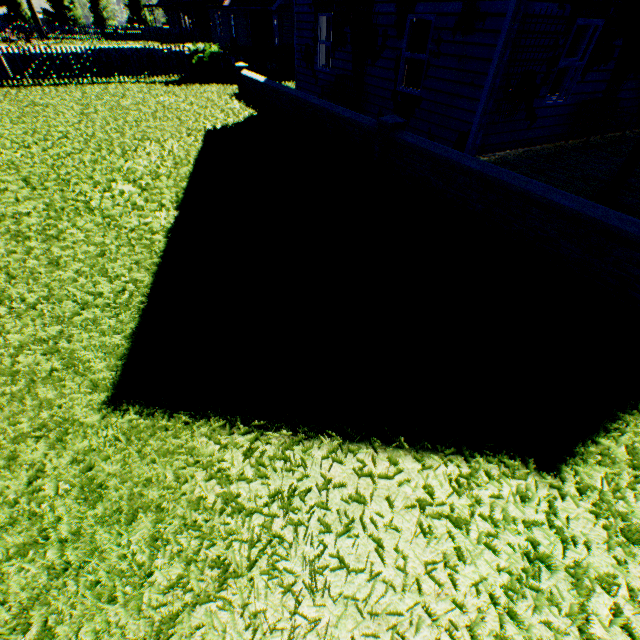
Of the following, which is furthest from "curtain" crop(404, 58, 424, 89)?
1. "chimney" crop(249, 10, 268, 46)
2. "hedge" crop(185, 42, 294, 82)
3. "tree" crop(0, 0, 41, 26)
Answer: "tree" crop(0, 0, 41, 26)

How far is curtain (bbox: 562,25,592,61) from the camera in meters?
7.5 m

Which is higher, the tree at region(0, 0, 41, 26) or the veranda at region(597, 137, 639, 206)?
the tree at region(0, 0, 41, 26)

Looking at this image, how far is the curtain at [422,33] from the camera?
8.18m

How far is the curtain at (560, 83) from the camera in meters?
8.0 m

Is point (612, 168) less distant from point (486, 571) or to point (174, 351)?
point (486, 571)

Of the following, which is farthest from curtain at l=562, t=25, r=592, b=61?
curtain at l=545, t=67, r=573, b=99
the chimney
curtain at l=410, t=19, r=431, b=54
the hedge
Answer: the chimney

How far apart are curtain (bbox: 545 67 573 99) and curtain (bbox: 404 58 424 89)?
2.60m
